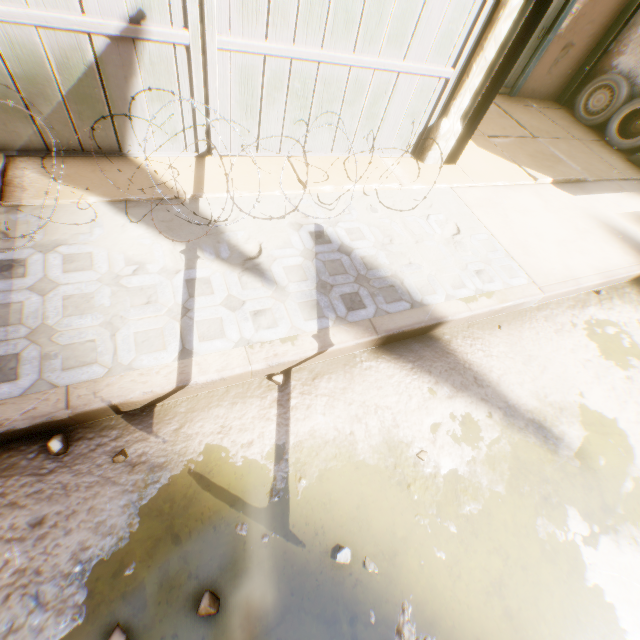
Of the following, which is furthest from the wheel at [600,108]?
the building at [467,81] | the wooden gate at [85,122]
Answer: the wooden gate at [85,122]

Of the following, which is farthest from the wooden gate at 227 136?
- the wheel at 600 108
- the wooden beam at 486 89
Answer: the wheel at 600 108

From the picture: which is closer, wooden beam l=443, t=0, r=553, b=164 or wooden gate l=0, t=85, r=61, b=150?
wooden gate l=0, t=85, r=61, b=150

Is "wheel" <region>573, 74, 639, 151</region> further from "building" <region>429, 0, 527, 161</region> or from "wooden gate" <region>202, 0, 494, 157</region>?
"wooden gate" <region>202, 0, 494, 157</region>

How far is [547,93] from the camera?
7.7m

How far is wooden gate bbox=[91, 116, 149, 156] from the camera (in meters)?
3.01

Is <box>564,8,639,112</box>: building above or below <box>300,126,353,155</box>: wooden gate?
above
